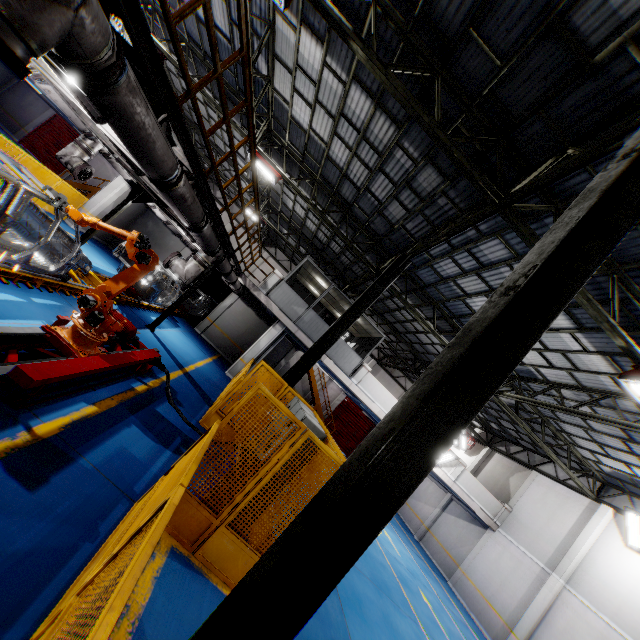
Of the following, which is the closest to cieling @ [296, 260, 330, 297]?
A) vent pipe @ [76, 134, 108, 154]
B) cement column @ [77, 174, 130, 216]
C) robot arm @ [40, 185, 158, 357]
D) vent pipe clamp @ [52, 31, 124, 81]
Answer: vent pipe @ [76, 134, 108, 154]

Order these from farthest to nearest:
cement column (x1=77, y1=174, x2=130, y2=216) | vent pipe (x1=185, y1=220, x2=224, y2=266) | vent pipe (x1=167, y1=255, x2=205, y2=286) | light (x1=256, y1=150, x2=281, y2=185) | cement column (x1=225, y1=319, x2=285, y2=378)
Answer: cement column (x1=225, y1=319, x2=285, y2=378) < cement column (x1=77, y1=174, x2=130, y2=216) < light (x1=256, y1=150, x2=281, y2=185) < vent pipe (x1=167, y1=255, x2=205, y2=286) < vent pipe (x1=185, y1=220, x2=224, y2=266)

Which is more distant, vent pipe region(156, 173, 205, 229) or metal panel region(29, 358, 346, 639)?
vent pipe region(156, 173, 205, 229)

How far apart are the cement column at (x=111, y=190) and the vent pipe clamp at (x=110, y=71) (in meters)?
15.56

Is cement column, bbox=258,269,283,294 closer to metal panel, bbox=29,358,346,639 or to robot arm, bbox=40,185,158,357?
metal panel, bbox=29,358,346,639

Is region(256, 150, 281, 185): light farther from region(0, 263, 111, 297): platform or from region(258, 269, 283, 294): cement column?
region(0, 263, 111, 297): platform

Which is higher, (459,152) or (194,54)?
(194,54)

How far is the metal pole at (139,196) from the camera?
11.6 meters
